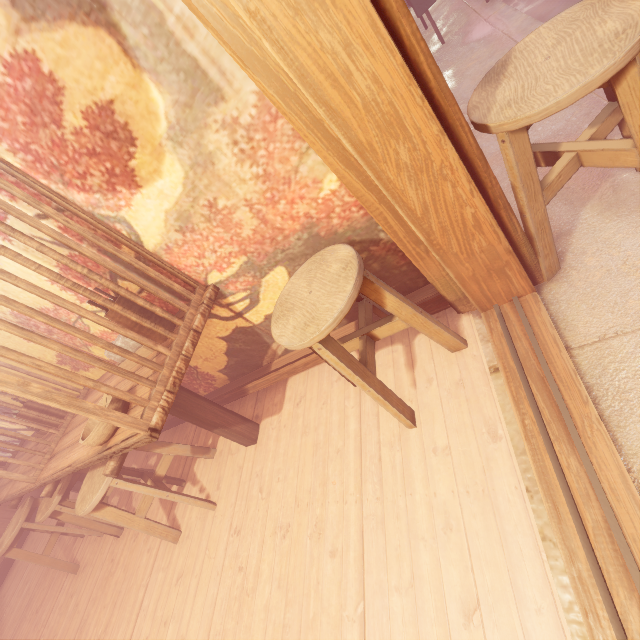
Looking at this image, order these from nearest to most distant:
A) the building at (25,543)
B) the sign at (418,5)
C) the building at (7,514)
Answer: the sign at (418,5) < the building at (25,543) < the building at (7,514)

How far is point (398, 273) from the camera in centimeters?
299cm

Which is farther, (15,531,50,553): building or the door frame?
(15,531,50,553): building

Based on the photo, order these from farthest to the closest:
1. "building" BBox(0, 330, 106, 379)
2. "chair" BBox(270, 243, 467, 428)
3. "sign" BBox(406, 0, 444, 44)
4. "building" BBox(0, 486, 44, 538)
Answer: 1. "building" BBox(0, 486, 44, 538)
2. "sign" BBox(406, 0, 444, 44)
3. "building" BBox(0, 330, 106, 379)
4. "chair" BBox(270, 243, 467, 428)

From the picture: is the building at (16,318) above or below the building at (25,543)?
above

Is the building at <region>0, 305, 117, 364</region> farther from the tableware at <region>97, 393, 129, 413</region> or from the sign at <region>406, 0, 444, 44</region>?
the sign at <region>406, 0, 444, 44</region>

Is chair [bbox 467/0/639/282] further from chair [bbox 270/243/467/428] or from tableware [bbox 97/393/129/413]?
tableware [bbox 97/393/129/413]

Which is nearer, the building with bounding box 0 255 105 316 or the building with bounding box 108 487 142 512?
the building with bounding box 0 255 105 316
